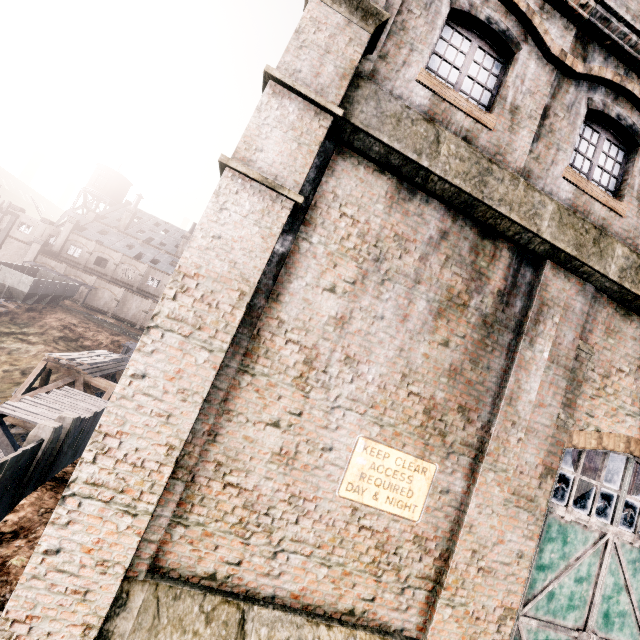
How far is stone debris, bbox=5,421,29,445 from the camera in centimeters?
1755cm

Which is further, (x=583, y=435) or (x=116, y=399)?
(x=583, y=435)

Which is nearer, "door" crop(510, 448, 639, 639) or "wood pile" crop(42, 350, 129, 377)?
"door" crop(510, 448, 639, 639)

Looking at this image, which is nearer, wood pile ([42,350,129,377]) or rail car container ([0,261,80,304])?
wood pile ([42,350,129,377])

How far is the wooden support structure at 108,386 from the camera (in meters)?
19.19

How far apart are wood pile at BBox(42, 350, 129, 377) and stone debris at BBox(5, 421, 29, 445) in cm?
350

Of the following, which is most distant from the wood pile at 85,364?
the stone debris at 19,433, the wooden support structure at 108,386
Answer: the stone debris at 19,433

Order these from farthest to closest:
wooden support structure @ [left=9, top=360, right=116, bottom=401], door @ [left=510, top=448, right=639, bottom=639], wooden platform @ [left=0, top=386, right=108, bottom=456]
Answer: wooden support structure @ [left=9, top=360, right=116, bottom=401], wooden platform @ [left=0, top=386, right=108, bottom=456], door @ [left=510, top=448, right=639, bottom=639]
